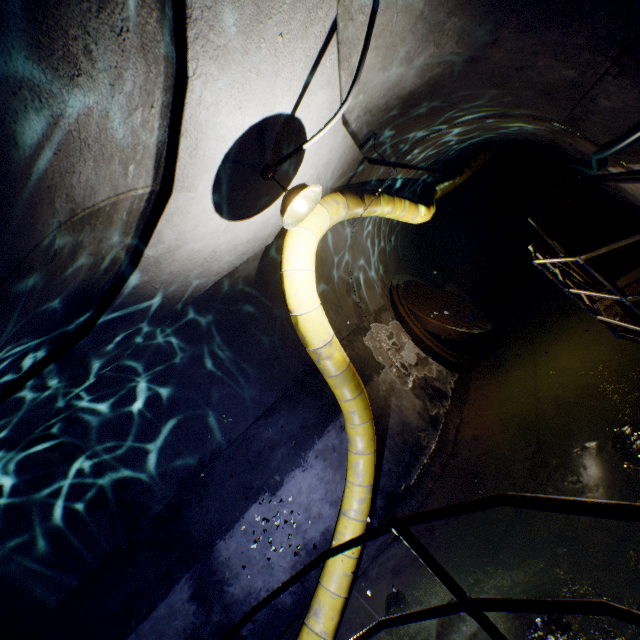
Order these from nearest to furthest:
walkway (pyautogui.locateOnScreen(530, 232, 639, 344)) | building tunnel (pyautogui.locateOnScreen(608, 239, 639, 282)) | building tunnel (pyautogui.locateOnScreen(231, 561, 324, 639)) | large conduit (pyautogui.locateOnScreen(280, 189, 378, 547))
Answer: walkway (pyautogui.locateOnScreen(530, 232, 639, 344)), large conduit (pyautogui.locateOnScreen(280, 189, 378, 547)), building tunnel (pyautogui.locateOnScreen(231, 561, 324, 639)), building tunnel (pyautogui.locateOnScreen(608, 239, 639, 282))

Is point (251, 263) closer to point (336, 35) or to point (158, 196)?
point (158, 196)

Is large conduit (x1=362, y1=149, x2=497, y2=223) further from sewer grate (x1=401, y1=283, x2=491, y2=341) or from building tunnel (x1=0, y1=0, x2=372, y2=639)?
sewer grate (x1=401, y1=283, x2=491, y2=341)

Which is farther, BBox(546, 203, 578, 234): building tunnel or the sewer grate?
BBox(546, 203, 578, 234): building tunnel

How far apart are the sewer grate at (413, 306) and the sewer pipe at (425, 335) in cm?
0

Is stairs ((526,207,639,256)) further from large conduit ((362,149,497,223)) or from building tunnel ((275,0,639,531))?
large conduit ((362,149,497,223))

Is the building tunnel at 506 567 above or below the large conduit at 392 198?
below

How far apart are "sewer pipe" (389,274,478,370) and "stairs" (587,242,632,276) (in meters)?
2.80
